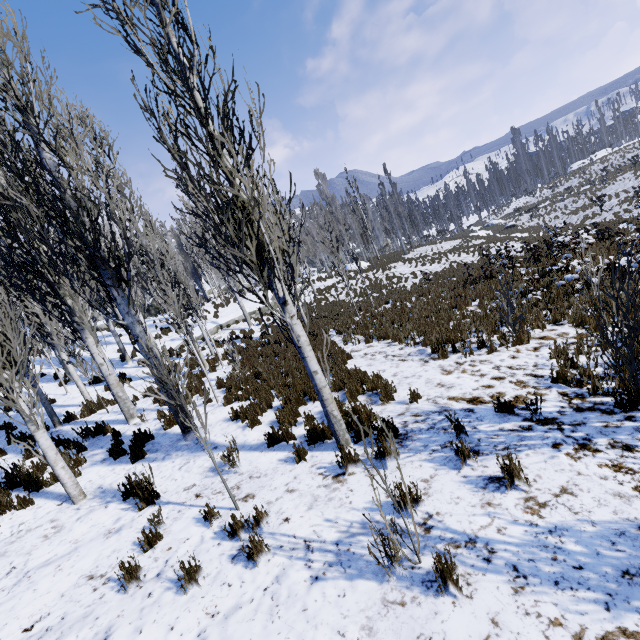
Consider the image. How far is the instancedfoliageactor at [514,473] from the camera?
3.5m

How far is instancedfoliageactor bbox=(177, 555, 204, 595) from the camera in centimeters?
331cm

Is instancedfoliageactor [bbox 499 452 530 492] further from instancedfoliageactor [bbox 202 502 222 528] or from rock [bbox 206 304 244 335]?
rock [bbox 206 304 244 335]

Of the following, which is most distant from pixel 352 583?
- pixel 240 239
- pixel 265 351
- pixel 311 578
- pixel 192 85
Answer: pixel 265 351

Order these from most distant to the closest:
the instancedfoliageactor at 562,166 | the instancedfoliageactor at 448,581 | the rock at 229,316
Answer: the instancedfoliageactor at 562,166, the rock at 229,316, the instancedfoliageactor at 448,581

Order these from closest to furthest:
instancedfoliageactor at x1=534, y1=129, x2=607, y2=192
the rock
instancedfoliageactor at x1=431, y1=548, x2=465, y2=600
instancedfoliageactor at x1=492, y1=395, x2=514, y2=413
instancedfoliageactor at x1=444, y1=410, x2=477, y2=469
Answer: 1. instancedfoliageactor at x1=431, y1=548, x2=465, y2=600
2. instancedfoliageactor at x1=444, y1=410, x2=477, y2=469
3. instancedfoliageactor at x1=492, y1=395, x2=514, y2=413
4. the rock
5. instancedfoliageactor at x1=534, y1=129, x2=607, y2=192

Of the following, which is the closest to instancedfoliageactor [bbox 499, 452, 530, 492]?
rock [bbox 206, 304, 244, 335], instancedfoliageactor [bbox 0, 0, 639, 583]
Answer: instancedfoliageactor [bbox 0, 0, 639, 583]
